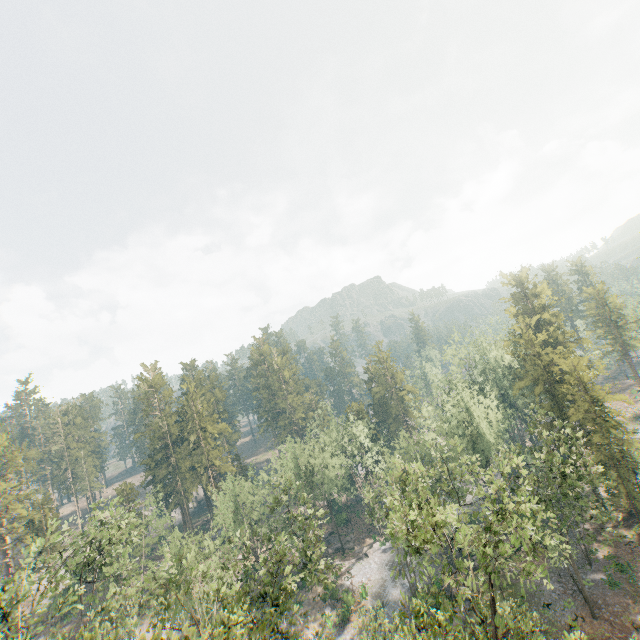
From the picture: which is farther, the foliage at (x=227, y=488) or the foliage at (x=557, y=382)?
the foliage at (x=227, y=488)

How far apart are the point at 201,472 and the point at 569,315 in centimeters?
6865cm

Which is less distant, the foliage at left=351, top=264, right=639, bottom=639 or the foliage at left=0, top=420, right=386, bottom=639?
the foliage at left=351, top=264, right=639, bottom=639
